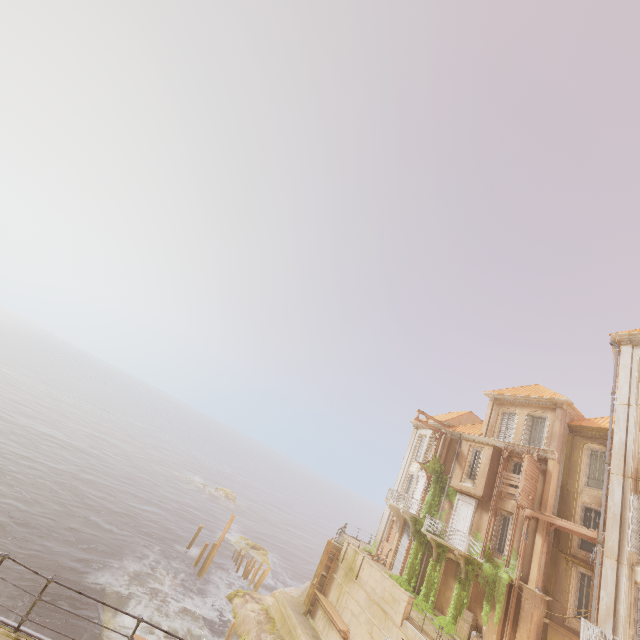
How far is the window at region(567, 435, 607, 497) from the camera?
21.3m

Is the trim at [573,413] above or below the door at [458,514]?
above

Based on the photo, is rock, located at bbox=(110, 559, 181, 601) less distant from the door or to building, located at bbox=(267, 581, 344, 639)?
building, located at bbox=(267, 581, 344, 639)

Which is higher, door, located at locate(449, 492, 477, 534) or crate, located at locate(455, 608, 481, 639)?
door, located at locate(449, 492, 477, 534)

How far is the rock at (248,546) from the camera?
37.67m

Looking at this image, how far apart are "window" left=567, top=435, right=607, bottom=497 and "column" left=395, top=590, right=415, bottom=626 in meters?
12.8

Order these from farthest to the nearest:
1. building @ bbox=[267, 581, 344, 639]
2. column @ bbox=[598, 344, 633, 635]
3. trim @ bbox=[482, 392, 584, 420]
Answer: trim @ bbox=[482, 392, 584, 420] < building @ bbox=[267, 581, 344, 639] < column @ bbox=[598, 344, 633, 635]

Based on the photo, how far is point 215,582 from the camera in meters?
31.0
